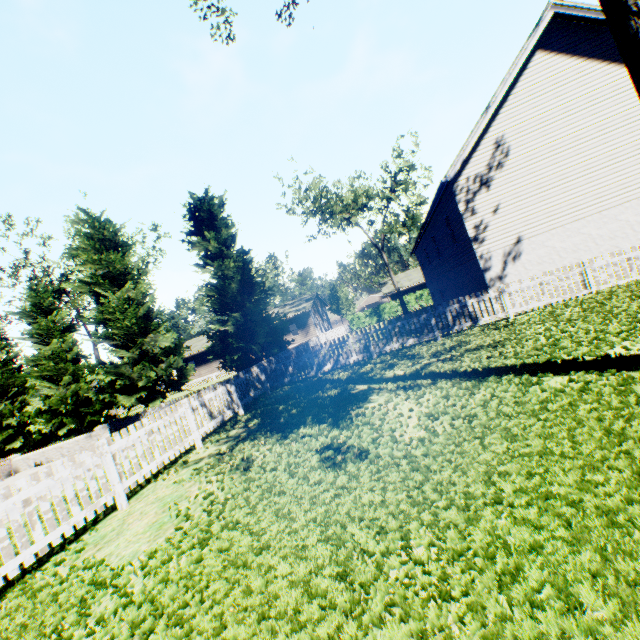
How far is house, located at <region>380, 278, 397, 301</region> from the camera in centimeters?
4275cm

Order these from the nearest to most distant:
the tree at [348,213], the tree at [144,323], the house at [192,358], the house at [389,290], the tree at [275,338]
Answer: the tree at [275,338] → the tree at [144,323] → the tree at [348,213] → the house at [192,358] → the house at [389,290]

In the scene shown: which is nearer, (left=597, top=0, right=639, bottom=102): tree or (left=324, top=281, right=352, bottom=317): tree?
(left=597, top=0, right=639, bottom=102): tree

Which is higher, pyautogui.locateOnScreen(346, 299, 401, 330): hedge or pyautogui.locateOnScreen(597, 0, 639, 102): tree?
pyautogui.locateOnScreen(597, 0, 639, 102): tree

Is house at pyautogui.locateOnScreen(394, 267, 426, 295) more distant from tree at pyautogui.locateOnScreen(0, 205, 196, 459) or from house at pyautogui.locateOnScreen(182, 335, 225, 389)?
house at pyautogui.locateOnScreen(182, 335, 225, 389)

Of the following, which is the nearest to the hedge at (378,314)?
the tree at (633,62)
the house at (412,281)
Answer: the tree at (633,62)

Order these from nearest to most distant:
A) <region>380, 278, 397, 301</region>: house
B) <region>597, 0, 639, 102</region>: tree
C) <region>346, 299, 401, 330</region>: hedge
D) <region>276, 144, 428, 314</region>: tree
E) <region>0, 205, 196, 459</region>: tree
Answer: <region>597, 0, 639, 102</region>: tree, <region>0, 205, 196, 459</region>: tree, <region>276, 144, 428, 314</region>: tree, <region>346, 299, 401, 330</region>: hedge, <region>380, 278, 397, 301</region>: house

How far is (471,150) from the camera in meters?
13.0 m
